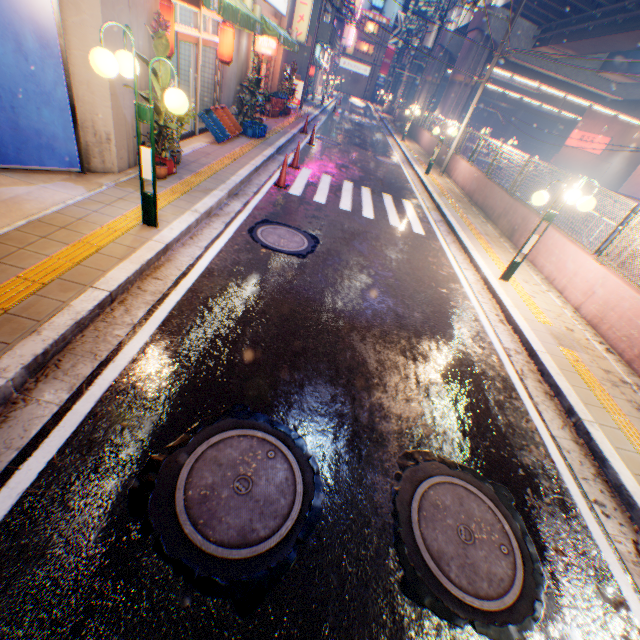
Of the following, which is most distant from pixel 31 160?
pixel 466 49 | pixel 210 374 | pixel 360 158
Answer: pixel 466 49

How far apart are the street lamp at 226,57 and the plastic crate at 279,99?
6.32m

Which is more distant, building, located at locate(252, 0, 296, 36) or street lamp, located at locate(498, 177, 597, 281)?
building, located at locate(252, 0, 296, 36)

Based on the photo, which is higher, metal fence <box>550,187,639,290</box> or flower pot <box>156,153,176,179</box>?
metal fence <box>550,187,639,290</box>

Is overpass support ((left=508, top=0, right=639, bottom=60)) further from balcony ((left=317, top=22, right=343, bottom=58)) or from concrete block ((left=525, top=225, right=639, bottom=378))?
balcony ((left=317, top=22, right=343, bottom=58))

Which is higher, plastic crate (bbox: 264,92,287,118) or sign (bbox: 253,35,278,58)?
sign (bbox: 253,35,278,58)

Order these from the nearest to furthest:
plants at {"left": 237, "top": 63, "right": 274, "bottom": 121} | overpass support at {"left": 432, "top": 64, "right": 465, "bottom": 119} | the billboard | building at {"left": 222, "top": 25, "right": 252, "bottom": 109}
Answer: the billboard < building at {"left": 222, "top": 25, "right": 252, "bottom": 109} < plants at {"left": 237, "top": 63, "right": 274, "bottom": 121} < overpass support at {"left": 432, "top": 64, "right": 465, "bottom": 119}

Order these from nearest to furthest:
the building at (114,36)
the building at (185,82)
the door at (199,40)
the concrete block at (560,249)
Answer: the building at (114,36)
the concrete block at (560,249)
the door at (199,40)
the building at (185,82)
